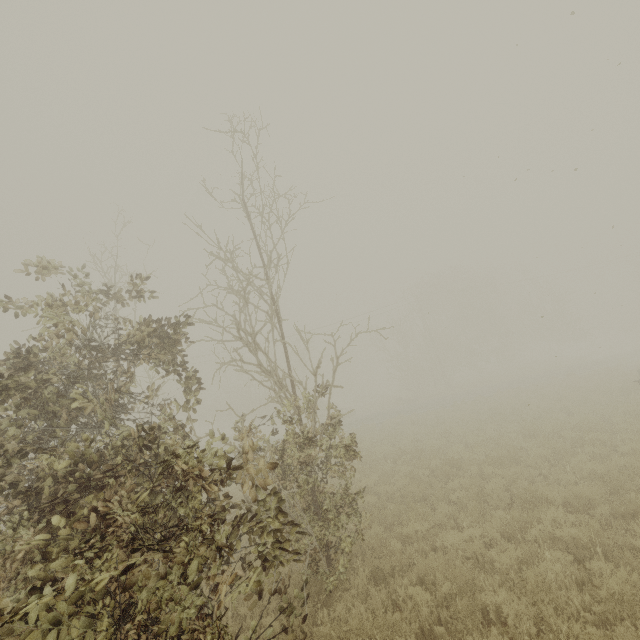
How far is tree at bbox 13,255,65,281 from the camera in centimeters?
562cm

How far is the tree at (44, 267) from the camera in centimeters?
562cm

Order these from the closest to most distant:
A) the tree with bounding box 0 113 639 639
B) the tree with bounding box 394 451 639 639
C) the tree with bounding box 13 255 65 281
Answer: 1. the tree with bounding box 0 113 639 639
2. the tree with bounding box 394 451 639 639
3. the tree with bounding box 13 255 65 281

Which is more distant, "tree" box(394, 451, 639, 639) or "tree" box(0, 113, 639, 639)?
"tree" box(394, 451, 639, 639)

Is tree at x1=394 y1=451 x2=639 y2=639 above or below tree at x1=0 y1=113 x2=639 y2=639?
below

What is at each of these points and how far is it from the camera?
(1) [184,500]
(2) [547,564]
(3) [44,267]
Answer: (1) tree, 4.6m
(2) tree, 5.1m
(3) tree, 5.9m

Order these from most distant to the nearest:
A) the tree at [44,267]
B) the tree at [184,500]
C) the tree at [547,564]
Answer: the tree at [44,267], the tree at [547,564], the tree at [184,500]
